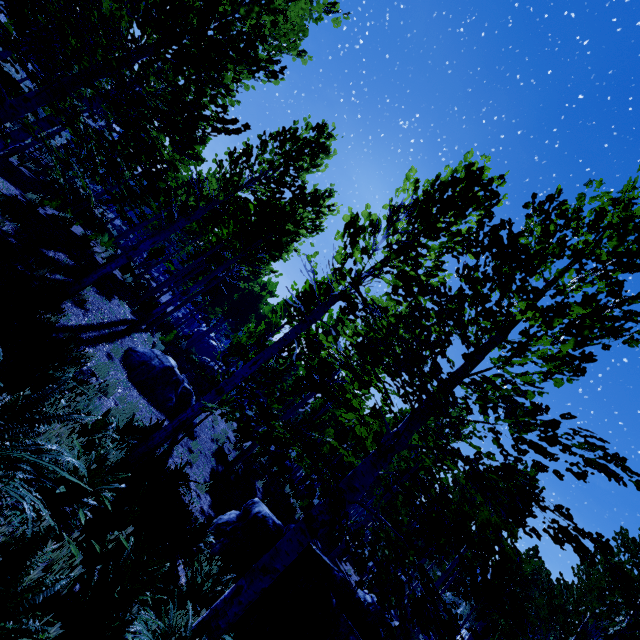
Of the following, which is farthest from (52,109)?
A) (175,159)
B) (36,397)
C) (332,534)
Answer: (332,534)

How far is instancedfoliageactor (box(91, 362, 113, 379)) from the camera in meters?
7.7

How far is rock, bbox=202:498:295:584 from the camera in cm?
598

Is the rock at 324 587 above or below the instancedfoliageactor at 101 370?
above

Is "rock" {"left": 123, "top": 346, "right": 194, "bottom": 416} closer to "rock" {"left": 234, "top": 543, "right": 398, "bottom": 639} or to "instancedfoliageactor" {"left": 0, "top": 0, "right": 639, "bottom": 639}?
"instancedfoliageactor" {"left": 0, "top": 0, "right": 639, "bottom": 639}

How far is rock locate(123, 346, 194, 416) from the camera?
9.74m

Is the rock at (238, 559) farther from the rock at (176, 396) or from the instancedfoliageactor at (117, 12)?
the rock at (176, 396)
